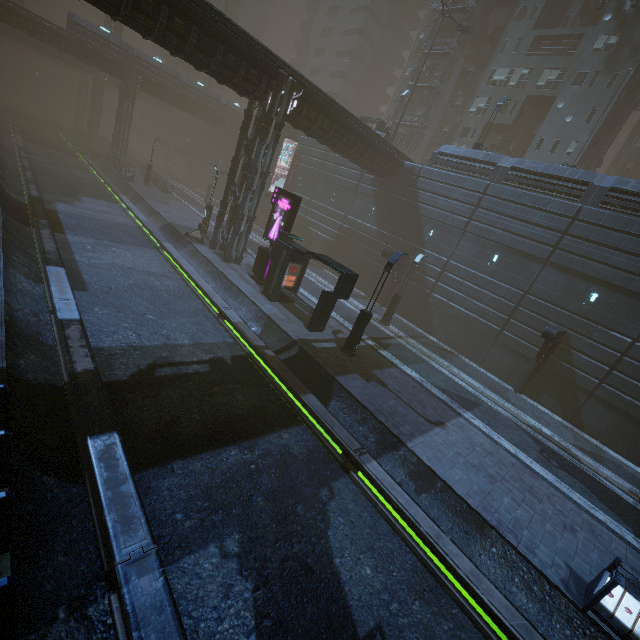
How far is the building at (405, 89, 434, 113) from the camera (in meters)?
40.25

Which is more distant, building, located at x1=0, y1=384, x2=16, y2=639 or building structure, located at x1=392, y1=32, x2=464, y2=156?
building structure, located at x1=392, y1=32, x2=464, y2=156

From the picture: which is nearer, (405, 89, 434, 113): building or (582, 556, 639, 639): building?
(582, 556, 639, 639): building

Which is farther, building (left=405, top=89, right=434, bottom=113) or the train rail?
building (left=405, top=89, right=434, bottom=113)

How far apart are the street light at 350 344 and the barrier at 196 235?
15.09m

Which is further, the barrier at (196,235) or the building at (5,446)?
the barrier at (196,235)

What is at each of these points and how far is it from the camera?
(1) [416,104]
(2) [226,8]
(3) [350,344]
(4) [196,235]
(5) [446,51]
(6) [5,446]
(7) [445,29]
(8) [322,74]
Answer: (1) building, 44.5 meters
(2) sm, 50.9 meters
(3) street light, 15.9 meters
(4) barrier, 24.8 meters
(5) building structure, 37.4 meters
(6) building, 5.2 meters
(7) building, 39.3 meters
(8) building, 55.4 meters

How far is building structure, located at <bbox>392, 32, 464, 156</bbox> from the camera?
37.2m
